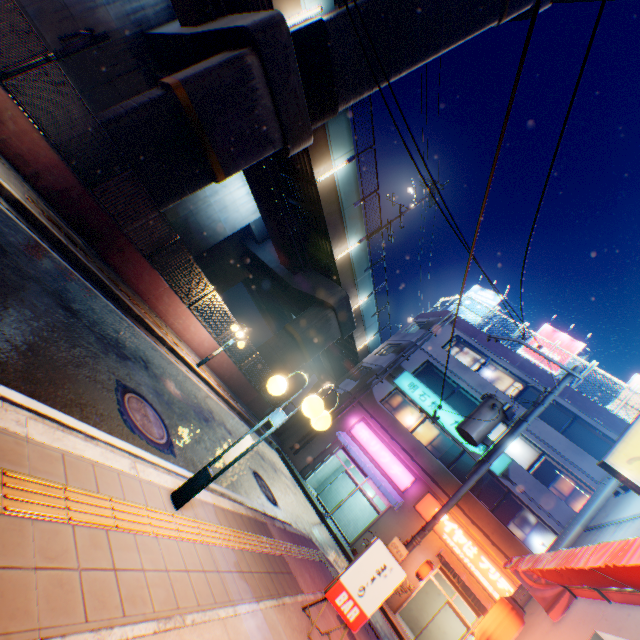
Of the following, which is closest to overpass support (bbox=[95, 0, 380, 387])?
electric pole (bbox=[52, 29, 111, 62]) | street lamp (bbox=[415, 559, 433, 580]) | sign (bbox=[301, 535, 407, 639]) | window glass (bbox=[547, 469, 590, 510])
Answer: electric pole (bbox=[52, 29, 111, 62])

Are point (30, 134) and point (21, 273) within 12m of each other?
yes

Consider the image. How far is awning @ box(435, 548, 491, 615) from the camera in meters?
14.1

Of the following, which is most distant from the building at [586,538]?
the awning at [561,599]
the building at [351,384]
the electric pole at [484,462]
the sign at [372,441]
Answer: the sign at [372,441]

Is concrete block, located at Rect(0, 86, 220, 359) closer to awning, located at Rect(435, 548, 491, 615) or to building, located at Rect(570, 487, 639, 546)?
awning, located at Rect(435, 548, 491, 615)

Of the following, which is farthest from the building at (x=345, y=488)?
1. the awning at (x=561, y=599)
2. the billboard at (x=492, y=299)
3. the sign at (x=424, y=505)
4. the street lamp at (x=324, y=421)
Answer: the street lamp at (x=324, y=421)

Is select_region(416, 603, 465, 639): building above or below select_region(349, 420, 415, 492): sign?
below

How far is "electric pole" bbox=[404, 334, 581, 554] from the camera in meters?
9.0
